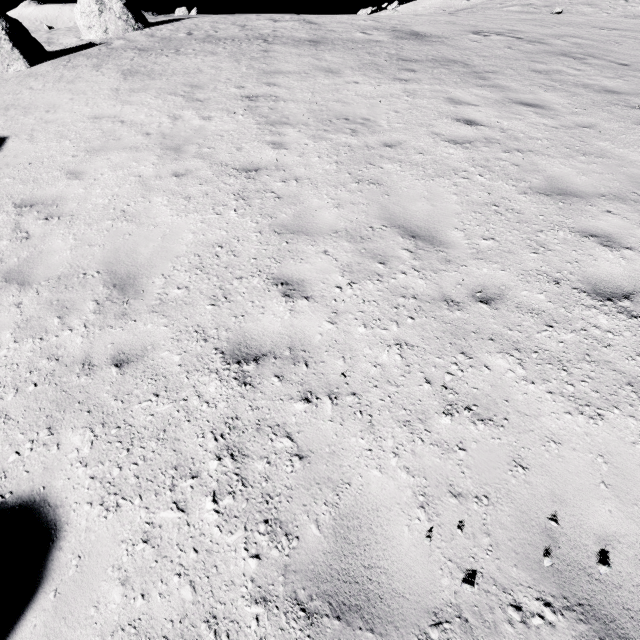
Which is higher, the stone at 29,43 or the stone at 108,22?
the stone at 108,22

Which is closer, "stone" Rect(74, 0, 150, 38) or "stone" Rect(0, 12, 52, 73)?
"stone" Rect(0, 12, 52, 73)

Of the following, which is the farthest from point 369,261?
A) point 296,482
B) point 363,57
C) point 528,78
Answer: point 363,57

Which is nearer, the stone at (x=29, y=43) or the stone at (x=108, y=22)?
the stone at (x=29, y=43)

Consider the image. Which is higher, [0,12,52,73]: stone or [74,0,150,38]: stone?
[74,0,150,38]: stone
